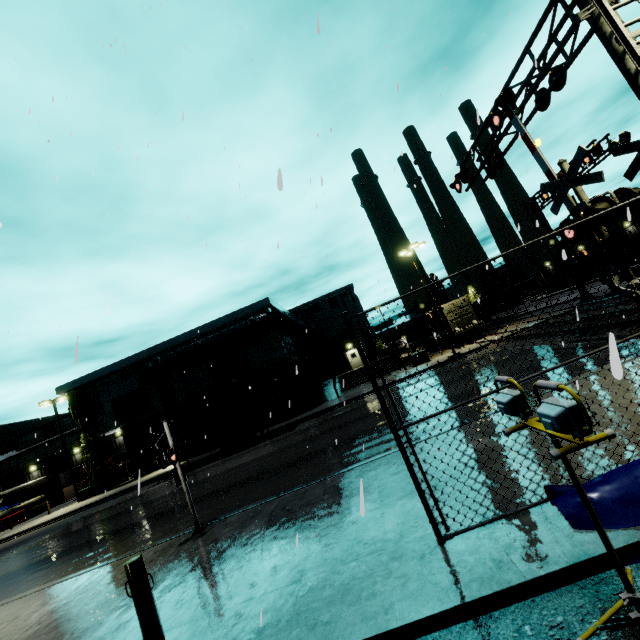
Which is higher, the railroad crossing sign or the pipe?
the pipe

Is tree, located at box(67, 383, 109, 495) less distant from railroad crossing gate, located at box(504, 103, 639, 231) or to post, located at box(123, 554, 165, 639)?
post, located at box(123, 554, 165, 639)

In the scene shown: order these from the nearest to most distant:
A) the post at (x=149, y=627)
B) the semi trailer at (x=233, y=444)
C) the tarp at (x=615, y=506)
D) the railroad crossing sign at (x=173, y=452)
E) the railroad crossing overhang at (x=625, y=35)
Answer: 1. the tarp at (x=615, y=506)
2. the post at (x=149, y=627)
3. the railroad crossing overhang at (x=625, y=35)
4. the railroad crossing sign at (x=173, y=452)
5. the semi trailer at (x=233, y=444)

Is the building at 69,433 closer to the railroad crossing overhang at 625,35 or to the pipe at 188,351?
the pipe at 188,351

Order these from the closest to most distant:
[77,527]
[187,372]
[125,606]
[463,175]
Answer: [125,606] → [463,175] → [77,527] → [187,372]

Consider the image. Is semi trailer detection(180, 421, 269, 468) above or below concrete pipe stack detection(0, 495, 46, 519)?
Answer: below

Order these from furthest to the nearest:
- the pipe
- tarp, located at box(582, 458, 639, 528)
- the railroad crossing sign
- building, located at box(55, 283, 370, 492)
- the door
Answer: the door, building, located at box(55, 283, 370, 492), the pipe, the railroad crossing sign, tarp, located at box(582, 458, 639, 528)

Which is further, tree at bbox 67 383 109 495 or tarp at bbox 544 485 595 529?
tree at bbox 67 383 109 495
